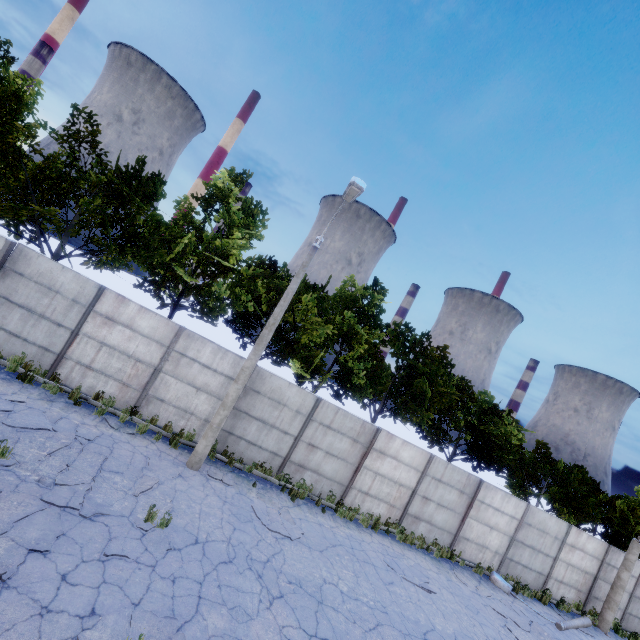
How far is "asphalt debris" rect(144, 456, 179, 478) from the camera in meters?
9.4 m

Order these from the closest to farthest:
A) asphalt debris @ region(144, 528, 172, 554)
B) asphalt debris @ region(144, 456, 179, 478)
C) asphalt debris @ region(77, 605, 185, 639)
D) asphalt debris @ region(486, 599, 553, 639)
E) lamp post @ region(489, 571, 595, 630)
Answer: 1. asphalt debris @ region(77, 605, 185, 639)
2. asphalt debris @ region(144, 528, 172, 554)
3. asphalt debris @ region(144, 456, 179, 478)
4. asphalt debris @ region(486, 599, 553, 639)
5. lamp post @ region(489, 571, 595, 630)

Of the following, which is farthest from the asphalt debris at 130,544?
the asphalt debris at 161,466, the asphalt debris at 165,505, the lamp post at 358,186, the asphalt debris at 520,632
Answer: the asphalt debris at 520,632

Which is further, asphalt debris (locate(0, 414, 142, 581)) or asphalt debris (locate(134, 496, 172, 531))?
asphalt debris (locate(134, 496, 172, 531))

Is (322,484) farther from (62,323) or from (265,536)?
(62,323)

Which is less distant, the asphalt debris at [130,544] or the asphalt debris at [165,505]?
the asphalt debris at [130,544]

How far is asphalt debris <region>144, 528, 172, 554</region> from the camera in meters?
6.9 m

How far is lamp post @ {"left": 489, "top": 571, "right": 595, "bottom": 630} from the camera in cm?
1327
